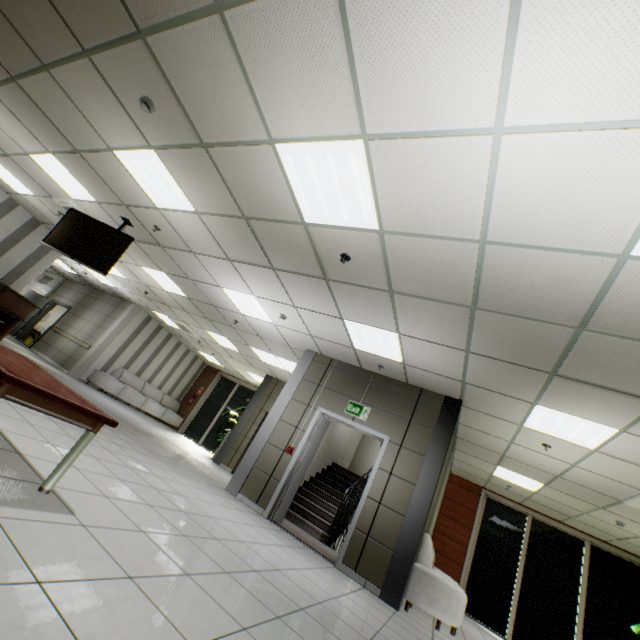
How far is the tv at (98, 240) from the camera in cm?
570

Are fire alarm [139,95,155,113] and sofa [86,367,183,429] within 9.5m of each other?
no

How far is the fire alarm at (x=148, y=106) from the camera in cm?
344

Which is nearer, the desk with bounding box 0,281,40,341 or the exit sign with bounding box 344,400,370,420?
the exit sign with bounding box 344,400,370,420

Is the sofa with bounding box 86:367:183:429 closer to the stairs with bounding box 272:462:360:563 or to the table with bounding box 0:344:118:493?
the stairs with bounding box 272:462:360:563

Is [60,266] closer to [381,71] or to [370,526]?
[370,526]

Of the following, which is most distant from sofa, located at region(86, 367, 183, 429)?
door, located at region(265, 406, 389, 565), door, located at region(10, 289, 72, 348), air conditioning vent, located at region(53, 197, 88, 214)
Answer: door, located at region(265, 406, 389, 565)

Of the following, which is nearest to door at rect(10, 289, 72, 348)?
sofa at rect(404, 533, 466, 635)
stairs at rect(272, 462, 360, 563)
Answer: stairs at rect(272, 462, 360, 563)
